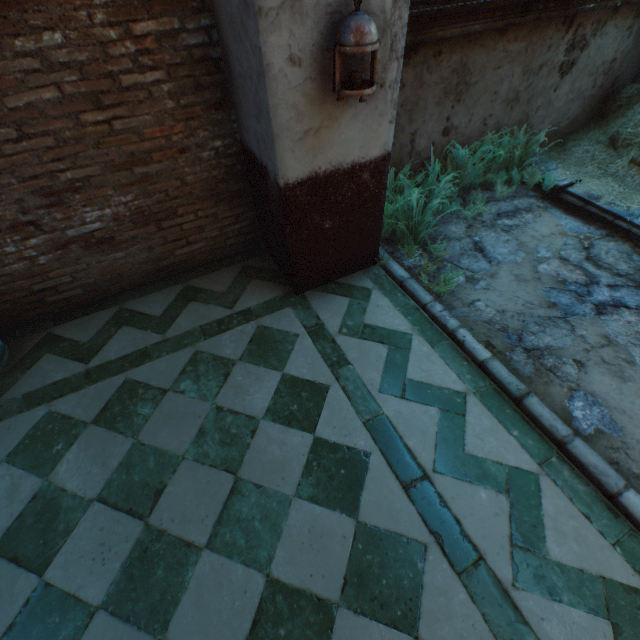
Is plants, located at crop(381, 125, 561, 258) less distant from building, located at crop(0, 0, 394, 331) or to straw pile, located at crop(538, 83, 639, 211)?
building, located at crop(0, 0, 394, 331)

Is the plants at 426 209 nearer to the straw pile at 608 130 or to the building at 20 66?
the building at 20 66

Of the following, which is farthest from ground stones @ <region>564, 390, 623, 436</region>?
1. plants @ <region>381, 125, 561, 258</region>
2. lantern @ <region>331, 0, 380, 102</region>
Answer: lantern @ <region>331, 0, 380, 102</region>

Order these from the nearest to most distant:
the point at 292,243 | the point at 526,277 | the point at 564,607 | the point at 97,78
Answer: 1. the point at 564,607
2. the point at 97,78
3. the point at 292,243
4. the point at 526,277

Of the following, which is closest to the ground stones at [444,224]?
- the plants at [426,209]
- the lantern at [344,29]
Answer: the plants at [426,209]

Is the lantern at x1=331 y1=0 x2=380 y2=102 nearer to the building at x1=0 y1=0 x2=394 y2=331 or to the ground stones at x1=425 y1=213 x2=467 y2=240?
the building at x1=0 y1=0 x2=394 y2=331

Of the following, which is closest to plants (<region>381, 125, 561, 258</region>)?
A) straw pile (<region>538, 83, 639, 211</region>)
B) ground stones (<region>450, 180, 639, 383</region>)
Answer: ground stones (<region>450, 180, 639, 383</region>)

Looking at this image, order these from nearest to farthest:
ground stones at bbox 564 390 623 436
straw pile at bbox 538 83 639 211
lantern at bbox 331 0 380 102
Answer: lantern at bbox 331 0 380 102 < ground stones at bbox 564 390 623 436 < straw pile at bbox 538 83 639 211
